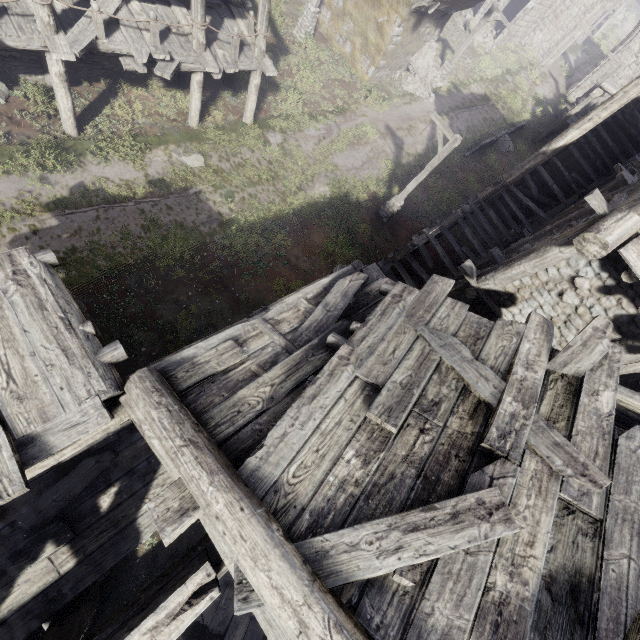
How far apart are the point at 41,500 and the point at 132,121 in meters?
12.6

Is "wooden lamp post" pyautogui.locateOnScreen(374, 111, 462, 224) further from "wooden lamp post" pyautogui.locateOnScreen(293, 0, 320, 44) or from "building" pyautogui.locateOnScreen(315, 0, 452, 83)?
"wooden lamp post" pyautogui.locateOnScreen(293, 0, 320, 44)

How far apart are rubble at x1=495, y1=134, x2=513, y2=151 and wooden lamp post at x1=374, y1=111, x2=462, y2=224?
12.90m

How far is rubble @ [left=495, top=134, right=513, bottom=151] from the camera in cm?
2347

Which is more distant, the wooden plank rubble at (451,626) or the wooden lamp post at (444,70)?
the wooden lamp post at (444,70)

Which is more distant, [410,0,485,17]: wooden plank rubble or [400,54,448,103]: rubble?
[400,54,448,103]: rubble

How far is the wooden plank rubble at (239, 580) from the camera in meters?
2.6 m

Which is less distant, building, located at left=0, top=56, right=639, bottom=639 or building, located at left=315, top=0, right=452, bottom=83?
building, located at left=0, top=56, right=639, bottom=639
